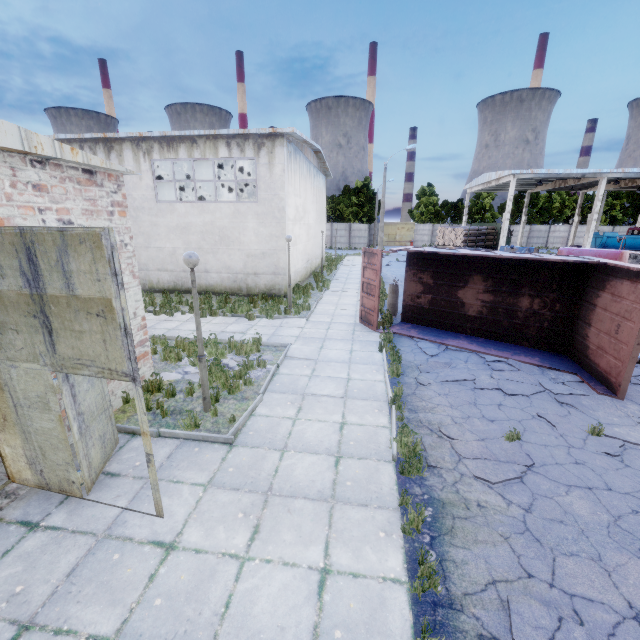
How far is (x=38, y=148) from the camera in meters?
4.9

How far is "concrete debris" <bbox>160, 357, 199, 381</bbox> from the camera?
8.51m

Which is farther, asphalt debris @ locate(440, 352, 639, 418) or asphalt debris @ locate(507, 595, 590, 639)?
asphalt debris @ locate(440, 352, 639, 418)

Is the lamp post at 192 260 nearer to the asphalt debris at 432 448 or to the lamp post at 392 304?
the asphalt debris at 432 448

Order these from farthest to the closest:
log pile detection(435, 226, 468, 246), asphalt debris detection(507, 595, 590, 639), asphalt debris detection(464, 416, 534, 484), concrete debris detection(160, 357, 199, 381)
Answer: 1. log pile detection(435, 226, 468, 246)
2. concrete debris detection(160, 357, 199, 381)
3. asphalt debris detection(464, 416, 534, 484)
4. asphalt debris detection(507, 595, 590, 639)

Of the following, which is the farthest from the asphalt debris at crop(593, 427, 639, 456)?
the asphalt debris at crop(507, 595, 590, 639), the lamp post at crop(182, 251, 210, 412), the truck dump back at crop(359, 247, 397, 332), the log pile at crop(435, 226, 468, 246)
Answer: the log pile at crop(435, 226, 468, 246)

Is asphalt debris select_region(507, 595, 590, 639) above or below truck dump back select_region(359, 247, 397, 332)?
below

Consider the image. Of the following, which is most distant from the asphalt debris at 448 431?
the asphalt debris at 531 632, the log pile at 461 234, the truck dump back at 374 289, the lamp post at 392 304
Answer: the log pile at 461 234
